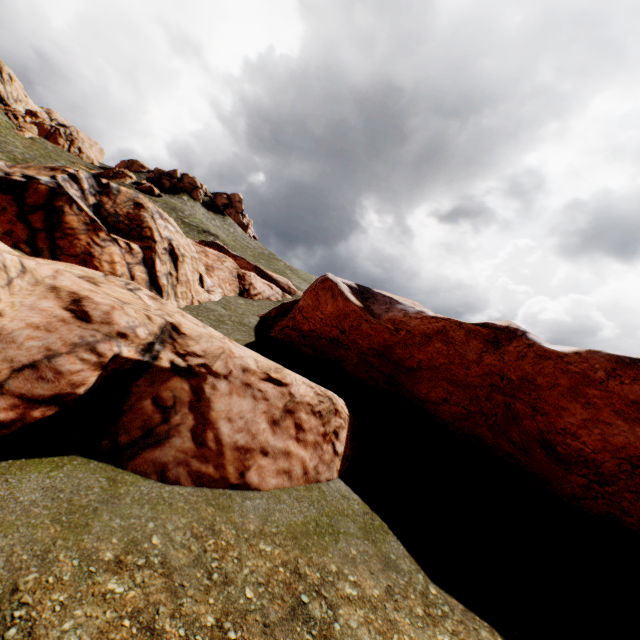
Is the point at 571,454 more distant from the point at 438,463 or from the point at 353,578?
the point at 353,578

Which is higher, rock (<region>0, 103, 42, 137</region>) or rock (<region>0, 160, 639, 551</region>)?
rock (<region>0, 103, 42, 137</region>)

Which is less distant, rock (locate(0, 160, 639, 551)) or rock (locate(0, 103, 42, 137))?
rock (locate(0, 160, 639, 551))

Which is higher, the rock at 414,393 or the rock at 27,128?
the rock at 27,128

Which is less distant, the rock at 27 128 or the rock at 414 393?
the rock at 414 393
